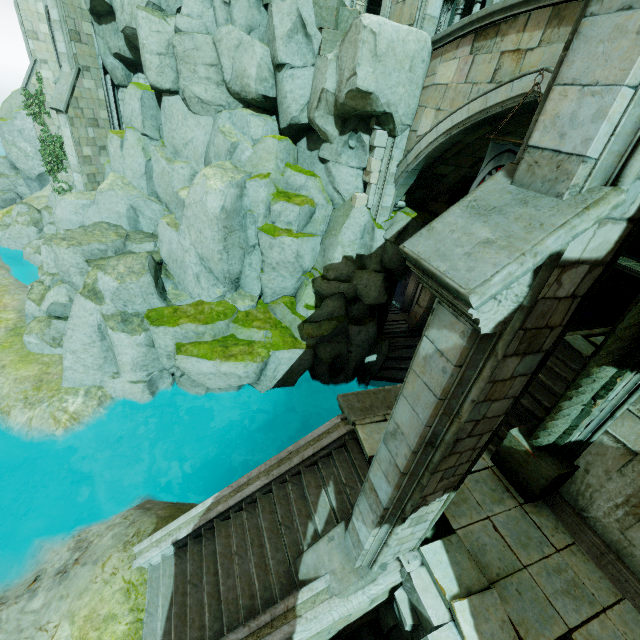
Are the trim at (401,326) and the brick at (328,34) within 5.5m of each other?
no

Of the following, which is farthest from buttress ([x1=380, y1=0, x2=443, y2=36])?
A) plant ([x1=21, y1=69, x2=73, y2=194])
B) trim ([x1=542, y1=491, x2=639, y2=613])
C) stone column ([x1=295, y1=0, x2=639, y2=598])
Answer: plant ([x1=21, y1=69, x2=73, y2=194])

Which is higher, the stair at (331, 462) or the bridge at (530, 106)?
the bridge at (530, 106)

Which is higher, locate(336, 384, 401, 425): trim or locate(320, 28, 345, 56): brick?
locate(320, 28, 345, 56): brick

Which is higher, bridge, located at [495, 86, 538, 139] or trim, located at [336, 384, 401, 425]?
bridge, located at [495, 86, 538, 139]

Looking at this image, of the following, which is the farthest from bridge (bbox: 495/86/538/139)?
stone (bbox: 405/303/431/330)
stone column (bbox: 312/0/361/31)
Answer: stone (bbox: 405/303/431/330)

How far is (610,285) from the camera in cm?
1728

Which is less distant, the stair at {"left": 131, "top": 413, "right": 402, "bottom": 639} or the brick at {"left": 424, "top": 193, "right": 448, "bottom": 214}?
the stair at {"left": 131, "top": 413, "right": 402, "bottom": 639}
